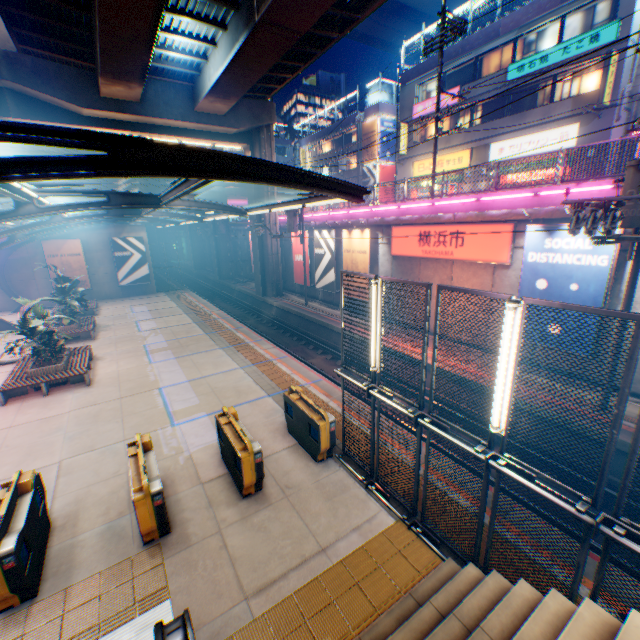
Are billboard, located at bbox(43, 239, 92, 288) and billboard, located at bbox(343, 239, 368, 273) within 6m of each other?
no

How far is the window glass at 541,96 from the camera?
20.45m

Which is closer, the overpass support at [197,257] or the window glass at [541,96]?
the window glass at [541,96]

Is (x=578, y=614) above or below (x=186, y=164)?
below

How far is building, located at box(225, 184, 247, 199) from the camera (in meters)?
55.54

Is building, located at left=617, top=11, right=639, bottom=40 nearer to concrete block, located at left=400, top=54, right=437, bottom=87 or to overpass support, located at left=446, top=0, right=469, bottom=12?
concrete block, located at left=400, top=54, right=437, bottom=87

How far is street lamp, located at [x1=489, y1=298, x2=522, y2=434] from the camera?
4.1m

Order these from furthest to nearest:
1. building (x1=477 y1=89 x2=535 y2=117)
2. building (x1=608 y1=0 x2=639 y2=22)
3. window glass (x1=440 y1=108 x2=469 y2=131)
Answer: window glass (x1=440 y1=108 x2=469 y2=131), building (x1=477 y1=89 x2=535 y2=117), building (x1=608 y1=0 x2=639 y2=22)
